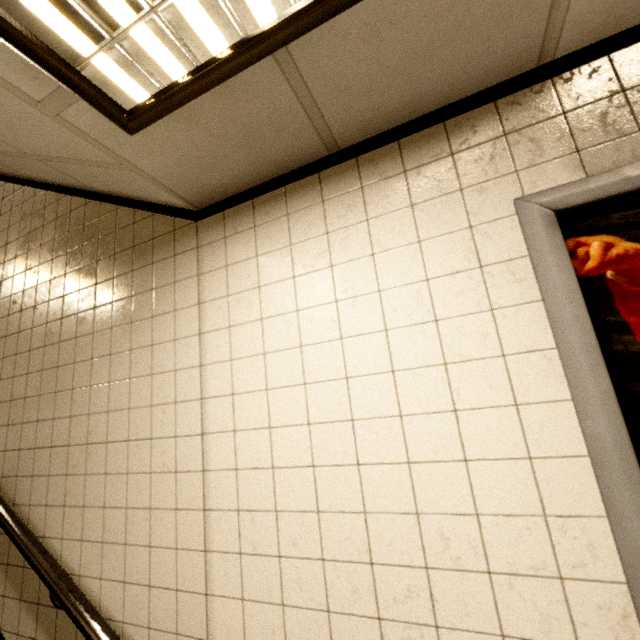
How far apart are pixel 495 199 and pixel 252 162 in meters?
0.9 m

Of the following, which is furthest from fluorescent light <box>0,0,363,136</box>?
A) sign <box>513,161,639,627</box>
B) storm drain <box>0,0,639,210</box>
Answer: sign <box>513,161,639,627</box>

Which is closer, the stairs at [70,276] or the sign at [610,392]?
the sign at [610,392]

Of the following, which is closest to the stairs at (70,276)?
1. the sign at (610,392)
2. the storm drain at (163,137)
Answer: the storm drain at (163,137)

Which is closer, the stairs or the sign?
the sign

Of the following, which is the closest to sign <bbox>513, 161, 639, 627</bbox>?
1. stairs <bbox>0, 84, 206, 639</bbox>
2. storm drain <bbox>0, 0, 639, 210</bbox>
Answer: storm drain <bbox>0, 0, 639, 210</bbox>

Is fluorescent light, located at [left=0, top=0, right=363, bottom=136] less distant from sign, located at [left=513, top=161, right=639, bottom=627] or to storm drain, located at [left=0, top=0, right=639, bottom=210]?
storm drain, located at [left=0, top=0, right=639, bottom=210]
